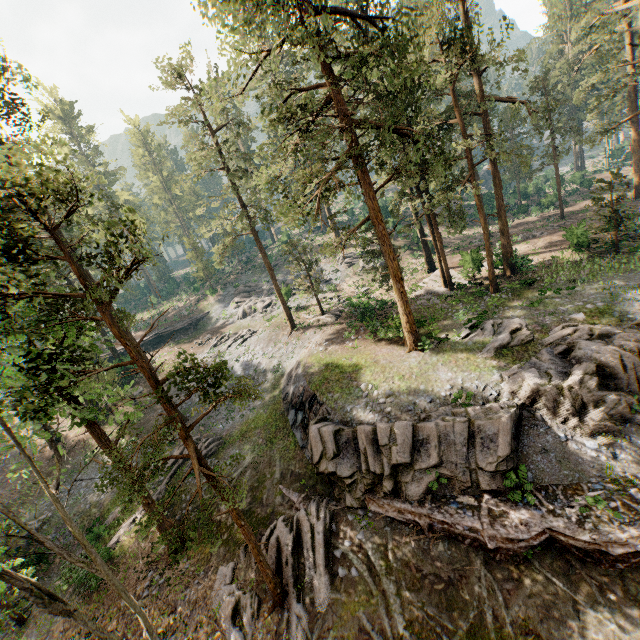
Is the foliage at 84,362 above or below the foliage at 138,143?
Answer: below

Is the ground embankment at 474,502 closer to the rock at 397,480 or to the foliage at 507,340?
the rock at 397,480

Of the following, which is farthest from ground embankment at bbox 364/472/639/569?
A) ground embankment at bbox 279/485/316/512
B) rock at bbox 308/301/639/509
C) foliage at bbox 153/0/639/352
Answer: foliage at bbox 153/0/639/352

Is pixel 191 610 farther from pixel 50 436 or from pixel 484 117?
pixel 484 117

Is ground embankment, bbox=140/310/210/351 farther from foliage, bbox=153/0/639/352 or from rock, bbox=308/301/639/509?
rock, bbox=308/301/639/509

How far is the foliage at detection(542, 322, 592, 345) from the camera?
17.2m

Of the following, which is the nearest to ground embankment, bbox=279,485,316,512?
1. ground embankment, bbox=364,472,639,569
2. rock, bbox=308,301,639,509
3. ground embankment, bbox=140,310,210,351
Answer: rock, bbox=308,301,639,509

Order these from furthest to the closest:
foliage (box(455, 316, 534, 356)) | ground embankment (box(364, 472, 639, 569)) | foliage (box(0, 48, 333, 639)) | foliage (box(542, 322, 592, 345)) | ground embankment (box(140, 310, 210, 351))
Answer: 1. ground embankment (box(140, 310, 210, 351))
2. foliage (box(455, 316, 534, 356))
3. foliage (box(542, 322, 592, 345))
4. ground embankment (box(364, 472, 639, 569))
5. foliage (box(0, 48, 333, 639))
